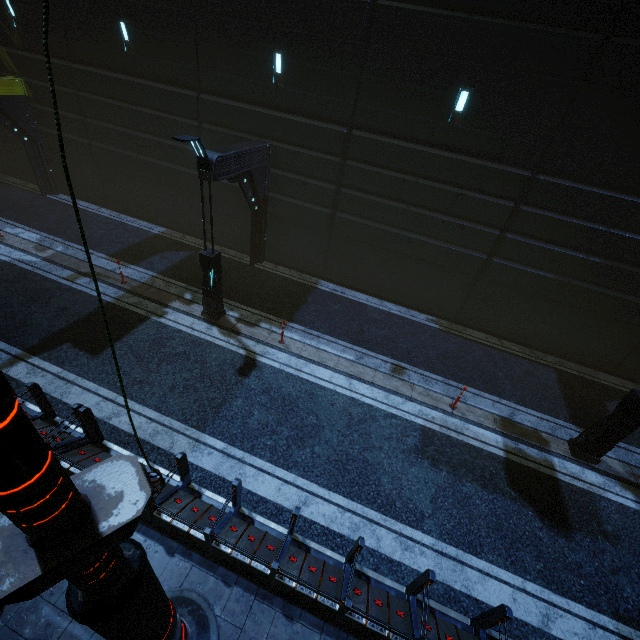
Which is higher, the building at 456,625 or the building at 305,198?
the building at 305,198

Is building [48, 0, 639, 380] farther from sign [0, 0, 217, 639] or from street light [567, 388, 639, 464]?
street light [567, 388, 639, 464]

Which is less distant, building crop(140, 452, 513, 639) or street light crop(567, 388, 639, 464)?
building crop(140, 452, 513, 639)

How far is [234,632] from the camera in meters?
5.2

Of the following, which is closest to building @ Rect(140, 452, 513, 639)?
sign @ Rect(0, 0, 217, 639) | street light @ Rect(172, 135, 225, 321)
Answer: sign @ Rect(0, 0, 217, 639)

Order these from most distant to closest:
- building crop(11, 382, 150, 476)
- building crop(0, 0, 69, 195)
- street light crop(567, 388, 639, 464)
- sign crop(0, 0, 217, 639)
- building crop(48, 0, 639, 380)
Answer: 1. building crop(0, 0, 69, 195)
2. building crop(48, 0, 639, 380)
3. street light crop(567, 388, 639, 464)
4. building crop(11, 382, 150, 476)
5. sign crop(0, 0, 217, 639)

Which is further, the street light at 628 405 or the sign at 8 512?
the street light at 628 405

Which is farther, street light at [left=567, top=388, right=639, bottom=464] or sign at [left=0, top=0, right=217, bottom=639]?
street light at [left=567, top=388, right=639, bottom=464]
